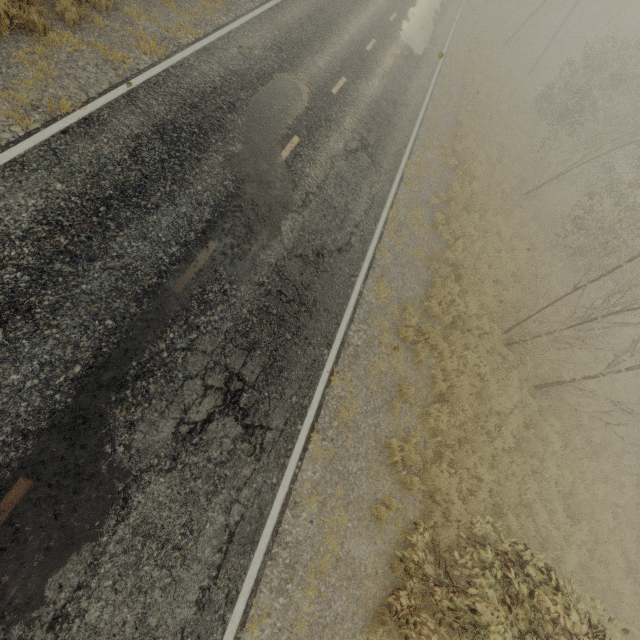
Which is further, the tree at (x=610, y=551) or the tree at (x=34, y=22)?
the tree at (x=610, y=551)

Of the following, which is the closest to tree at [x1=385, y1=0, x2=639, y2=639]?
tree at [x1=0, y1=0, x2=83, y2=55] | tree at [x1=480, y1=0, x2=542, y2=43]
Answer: tree at [x1=0, y1=0, x2=83, y2=55]

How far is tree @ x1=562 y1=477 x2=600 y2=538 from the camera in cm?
1009

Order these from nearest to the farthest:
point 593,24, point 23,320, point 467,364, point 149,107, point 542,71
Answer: point 23,320 < point 149,107 < point 467,364 < point 593,24 < point 542,71

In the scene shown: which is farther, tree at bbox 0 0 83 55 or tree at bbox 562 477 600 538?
tree at bbox 562 477 600 538

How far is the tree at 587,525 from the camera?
10.1 meters

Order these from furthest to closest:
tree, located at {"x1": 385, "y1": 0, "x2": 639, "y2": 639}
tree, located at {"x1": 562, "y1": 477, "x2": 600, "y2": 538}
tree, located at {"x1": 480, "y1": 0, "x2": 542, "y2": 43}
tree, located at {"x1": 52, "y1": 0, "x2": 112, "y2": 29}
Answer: tree, located at {"x1": 480, "y1": 0, "x2": 542, "y2": 43}, tree, located at {"x1": 562, "y1": 477, "x2": 600, "y2": 538}, tree, located at {"x1": 52, "y1": 0, "x2": 112, "y2": 29}, tree, located at {"x1": 385, "y1": 0, "x2": 639, "y2": 639}
